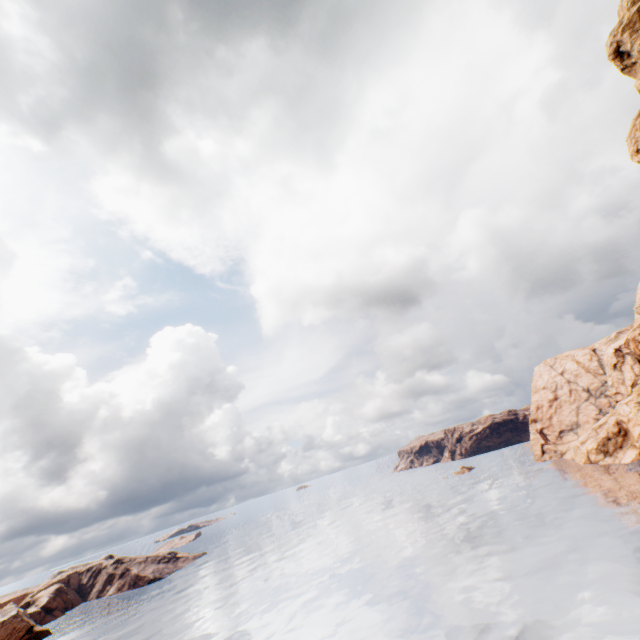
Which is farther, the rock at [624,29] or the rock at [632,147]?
the rock at [624,29]

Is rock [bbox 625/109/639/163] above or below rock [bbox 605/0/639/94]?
below

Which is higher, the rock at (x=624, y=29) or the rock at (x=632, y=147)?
the rock at (x=624, y=29)

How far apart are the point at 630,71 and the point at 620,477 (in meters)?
68.30

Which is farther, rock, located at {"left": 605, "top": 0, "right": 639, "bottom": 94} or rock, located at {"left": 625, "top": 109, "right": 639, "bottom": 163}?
rock, located at {"left": 605, "top": 0, "right": 639, "bottom": 94}
